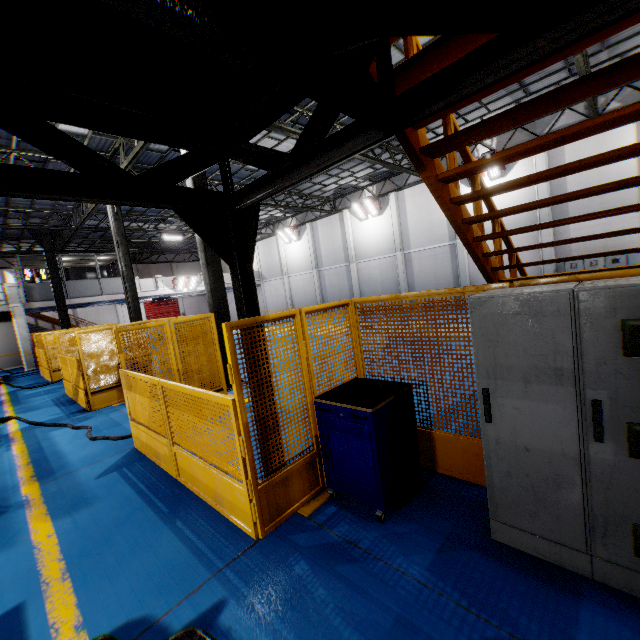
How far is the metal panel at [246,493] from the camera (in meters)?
3.35

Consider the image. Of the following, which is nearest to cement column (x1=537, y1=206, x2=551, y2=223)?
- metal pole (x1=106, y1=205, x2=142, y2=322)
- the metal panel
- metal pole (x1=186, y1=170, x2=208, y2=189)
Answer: metal pole (x1=186, y1=170, x2=208, y2=189)

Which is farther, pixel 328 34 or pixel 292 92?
pixel 292 92

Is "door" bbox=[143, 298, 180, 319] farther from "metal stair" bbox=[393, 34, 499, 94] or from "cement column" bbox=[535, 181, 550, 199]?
"metal stair" bbox=[393, 34, 499, 94]

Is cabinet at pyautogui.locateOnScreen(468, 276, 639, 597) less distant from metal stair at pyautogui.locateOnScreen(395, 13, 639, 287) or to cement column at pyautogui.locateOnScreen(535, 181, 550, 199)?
metal stair at pyautogui.locateOnScreen(395, 13, 639, 287)

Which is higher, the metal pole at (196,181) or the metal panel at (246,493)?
the metal pole at (196,181)

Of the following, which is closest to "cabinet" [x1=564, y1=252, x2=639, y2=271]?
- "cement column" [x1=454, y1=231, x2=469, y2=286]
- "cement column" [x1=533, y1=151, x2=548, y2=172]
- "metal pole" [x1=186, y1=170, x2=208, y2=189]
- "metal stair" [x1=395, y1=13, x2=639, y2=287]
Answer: "cement column" [x1=533, y1=151, x2=548, y2=172]

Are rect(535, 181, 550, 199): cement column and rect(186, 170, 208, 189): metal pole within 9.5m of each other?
no
